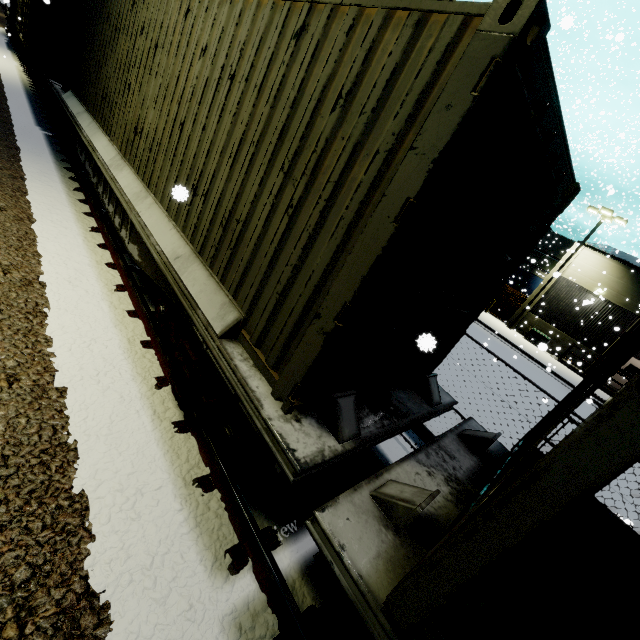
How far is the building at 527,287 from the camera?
25.39m

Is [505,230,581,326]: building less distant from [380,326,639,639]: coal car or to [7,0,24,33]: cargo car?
[380,326,639,639]: coal car

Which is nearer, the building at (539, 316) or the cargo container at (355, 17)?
the cargo container at (355, 17)

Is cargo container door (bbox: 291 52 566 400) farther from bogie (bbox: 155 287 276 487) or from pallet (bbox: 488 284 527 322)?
pallet (bbox: 488 284 527 322)

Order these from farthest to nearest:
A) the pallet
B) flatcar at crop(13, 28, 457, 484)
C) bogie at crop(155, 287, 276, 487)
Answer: the pallet
bogie at crop(155, 287, 276, 487)
flatcar at crop(13, 28, 457, 484)

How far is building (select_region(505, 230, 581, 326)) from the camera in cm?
2539

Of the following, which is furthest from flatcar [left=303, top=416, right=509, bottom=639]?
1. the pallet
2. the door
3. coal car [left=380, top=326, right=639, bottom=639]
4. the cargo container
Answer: the door

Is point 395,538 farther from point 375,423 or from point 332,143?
point 332,143
